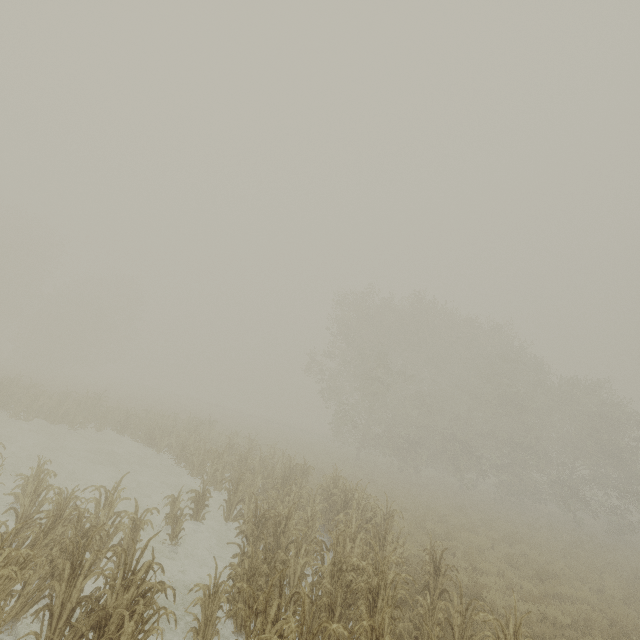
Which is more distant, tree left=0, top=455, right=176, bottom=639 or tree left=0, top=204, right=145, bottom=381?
tree left=0, top=204, right=145, bottom=381

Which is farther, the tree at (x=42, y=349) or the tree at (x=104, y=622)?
the tree at (x=42, y=349)

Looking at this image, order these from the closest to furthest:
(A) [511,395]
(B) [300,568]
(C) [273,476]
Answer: (B) [300,568] → (C) [273,476] → (A) [511,395]

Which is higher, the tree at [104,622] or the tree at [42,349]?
the tree at [42,349]

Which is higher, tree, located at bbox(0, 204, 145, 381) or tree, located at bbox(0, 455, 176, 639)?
tree, located at bbox(0, 204, 145, 381)
